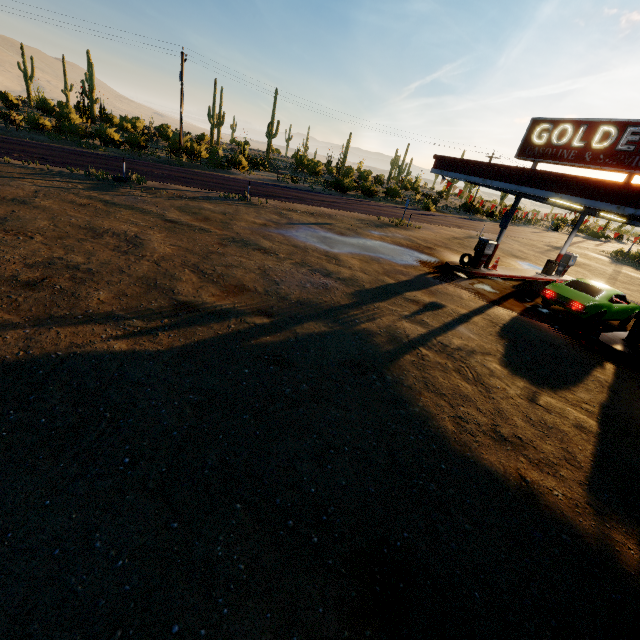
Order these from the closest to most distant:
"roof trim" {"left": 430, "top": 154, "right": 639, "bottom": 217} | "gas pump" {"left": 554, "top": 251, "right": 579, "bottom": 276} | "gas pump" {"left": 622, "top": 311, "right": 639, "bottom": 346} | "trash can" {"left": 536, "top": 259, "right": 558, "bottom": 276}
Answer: "roof trim" {"left": 430, "top": 154, "right": 639, "bottom": 217} < "gas pump" {"left": 622, "top": 311, "right": 639, "bottom": 346} < "trash can" {"left": 536, "top": 259, "right": 558, "bottom": 276} < "gas pump" {"left": 554, "top": 251, "right": 579, "bottom": 276}

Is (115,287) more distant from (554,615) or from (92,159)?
(92,159)

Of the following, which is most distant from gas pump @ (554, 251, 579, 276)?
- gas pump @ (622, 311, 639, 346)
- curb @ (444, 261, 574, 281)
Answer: gas pump @ (622, 311, 639, 346)

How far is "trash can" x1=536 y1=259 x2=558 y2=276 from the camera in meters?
19.3

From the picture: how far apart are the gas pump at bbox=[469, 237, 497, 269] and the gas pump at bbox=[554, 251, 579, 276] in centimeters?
742cm

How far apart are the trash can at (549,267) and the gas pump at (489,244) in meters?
5.3

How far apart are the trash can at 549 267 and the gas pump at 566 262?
0.9 meters

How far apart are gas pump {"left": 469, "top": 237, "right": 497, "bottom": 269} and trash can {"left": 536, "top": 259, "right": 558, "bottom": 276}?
5.30m
